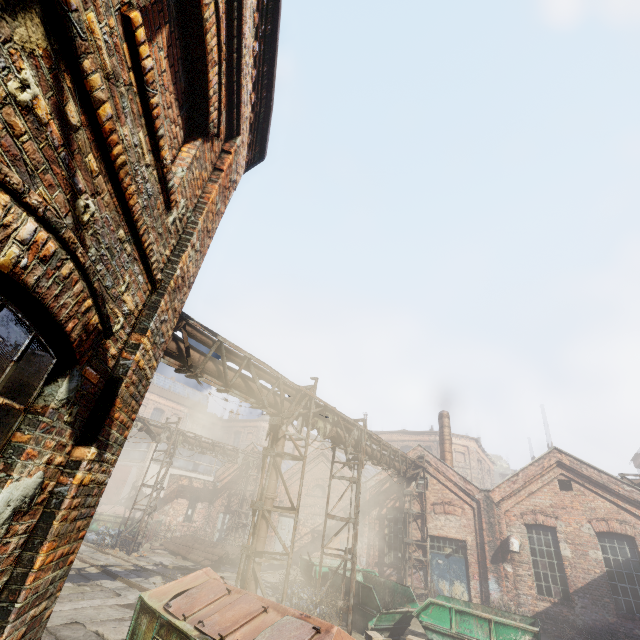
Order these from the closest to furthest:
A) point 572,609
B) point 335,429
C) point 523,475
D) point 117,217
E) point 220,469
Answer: point 117,217, point 335,429, point 572,609, point 523,475, point 220,469

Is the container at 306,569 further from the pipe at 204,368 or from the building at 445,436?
the building at 445,436

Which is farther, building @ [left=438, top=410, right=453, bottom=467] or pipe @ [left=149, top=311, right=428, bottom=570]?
building @ [left=438, top=410, right=453, bottom=467]

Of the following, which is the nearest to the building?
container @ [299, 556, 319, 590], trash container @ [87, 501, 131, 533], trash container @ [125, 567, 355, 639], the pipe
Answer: the pipe

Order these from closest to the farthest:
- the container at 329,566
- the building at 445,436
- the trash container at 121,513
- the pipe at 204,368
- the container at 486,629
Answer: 1. the pipe at 204,368
2. the container at 486,629
3. the container at 329,566
4. the trash container at 121,513
5. the building at 445,436

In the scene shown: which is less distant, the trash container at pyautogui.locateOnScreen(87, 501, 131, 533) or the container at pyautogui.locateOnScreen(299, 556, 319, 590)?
the container at pyautogui.locateOnScreen(299, 556, 319, 590)

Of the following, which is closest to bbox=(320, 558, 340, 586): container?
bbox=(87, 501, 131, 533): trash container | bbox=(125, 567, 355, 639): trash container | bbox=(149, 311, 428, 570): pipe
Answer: bbox=(149, 311, 428, 570): pipe

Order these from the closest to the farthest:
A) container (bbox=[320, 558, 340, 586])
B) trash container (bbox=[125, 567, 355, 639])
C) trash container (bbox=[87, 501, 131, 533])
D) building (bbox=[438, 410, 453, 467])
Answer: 1. trash container (bbox=[125, 567, 355, 639])
2. container (bbox=[320, 558, 340, 586])
3. trash container (bbox=[87, 501, 131, 533])
4. building (bbox=[438, 410, 453, 467])
